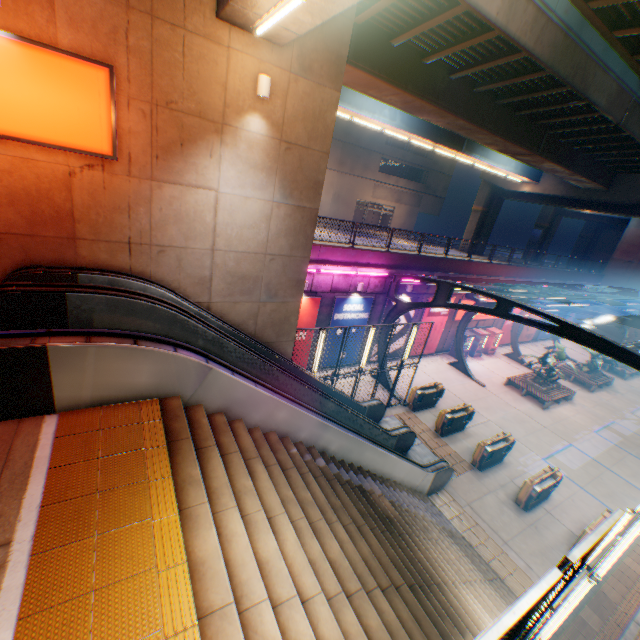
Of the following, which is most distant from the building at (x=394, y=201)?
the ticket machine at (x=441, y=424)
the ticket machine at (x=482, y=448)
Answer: the ticket machine at (x=482, y=448)

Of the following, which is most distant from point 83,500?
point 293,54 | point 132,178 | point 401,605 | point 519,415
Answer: point 519,415

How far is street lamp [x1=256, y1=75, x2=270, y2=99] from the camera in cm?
723

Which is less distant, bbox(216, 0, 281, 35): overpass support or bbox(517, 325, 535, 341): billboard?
bbox(216, 0, 281, 35): overpass support

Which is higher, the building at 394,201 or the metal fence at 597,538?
the building at 394,201

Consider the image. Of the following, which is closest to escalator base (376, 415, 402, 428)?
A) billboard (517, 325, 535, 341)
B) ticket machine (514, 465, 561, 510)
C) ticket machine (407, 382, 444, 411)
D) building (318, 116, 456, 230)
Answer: ticket machine (407, 382, 444, 411)

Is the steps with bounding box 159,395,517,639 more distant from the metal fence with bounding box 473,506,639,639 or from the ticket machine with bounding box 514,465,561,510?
the ticket machine with bounding box 514,465,561,510

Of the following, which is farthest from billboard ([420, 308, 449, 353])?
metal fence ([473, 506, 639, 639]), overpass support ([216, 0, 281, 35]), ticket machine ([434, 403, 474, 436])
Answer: overpass support ([216, 0, 281, 35])
